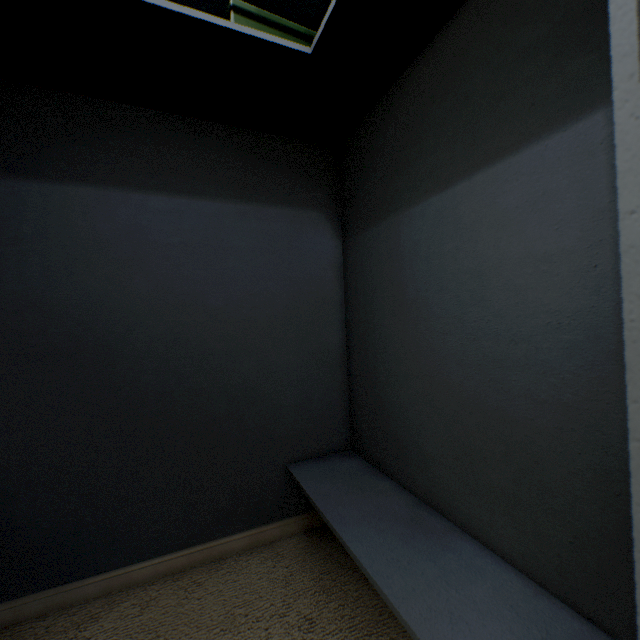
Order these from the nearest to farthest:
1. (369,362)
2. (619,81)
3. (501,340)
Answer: (619,81) → (501,340) → (369,362)
